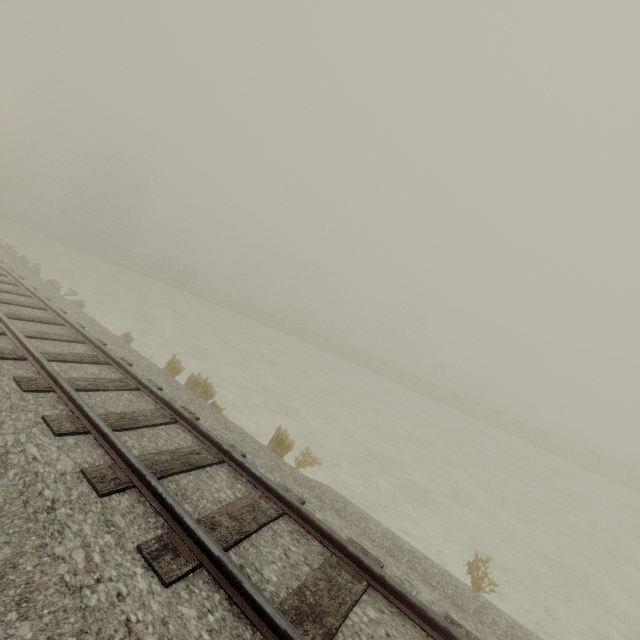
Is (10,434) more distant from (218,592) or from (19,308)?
(19,308)
